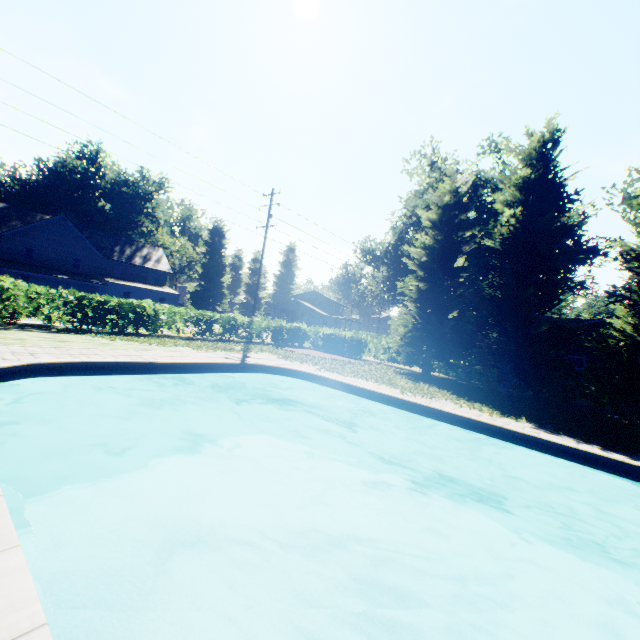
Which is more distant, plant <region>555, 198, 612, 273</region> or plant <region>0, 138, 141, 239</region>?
plant <region>0, 138, 141, 239</region>

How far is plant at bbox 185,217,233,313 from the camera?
48.00m

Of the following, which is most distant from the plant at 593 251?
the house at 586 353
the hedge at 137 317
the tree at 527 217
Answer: the house at 586 353

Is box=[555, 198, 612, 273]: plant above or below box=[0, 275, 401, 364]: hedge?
above

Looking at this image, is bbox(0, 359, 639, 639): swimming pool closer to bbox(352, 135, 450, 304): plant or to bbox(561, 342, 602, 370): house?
bbox(352, 135, 450, 304): plant

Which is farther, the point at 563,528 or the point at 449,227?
the point at 449,227

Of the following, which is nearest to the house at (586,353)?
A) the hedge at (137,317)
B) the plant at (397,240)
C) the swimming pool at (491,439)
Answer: the plant at (397,240)
